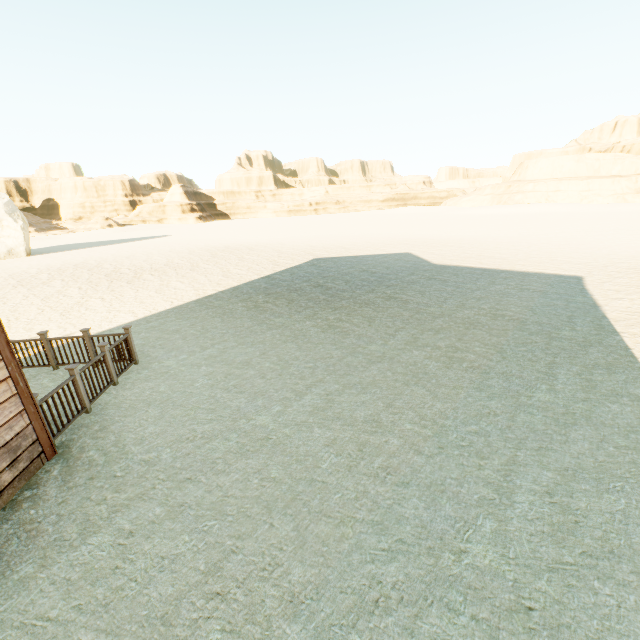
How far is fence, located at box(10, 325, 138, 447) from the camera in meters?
5.5

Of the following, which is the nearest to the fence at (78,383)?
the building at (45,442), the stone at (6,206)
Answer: the building at (45,442)

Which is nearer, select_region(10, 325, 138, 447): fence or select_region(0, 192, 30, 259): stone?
select_region(10, 325, 138, 447): fence

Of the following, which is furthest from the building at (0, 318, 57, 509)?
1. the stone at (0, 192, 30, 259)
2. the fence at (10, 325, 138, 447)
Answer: the stone at (0, 192, 30, 259)

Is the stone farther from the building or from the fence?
the building

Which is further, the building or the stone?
the stone

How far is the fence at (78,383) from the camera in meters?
5.5

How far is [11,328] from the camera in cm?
1130
